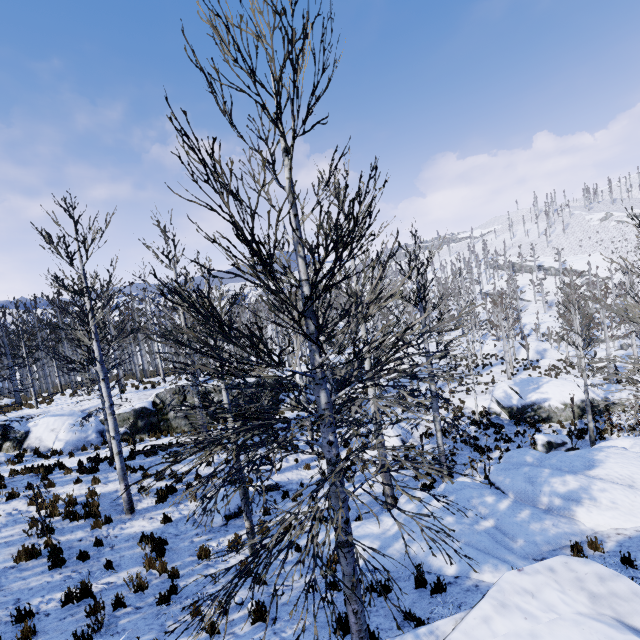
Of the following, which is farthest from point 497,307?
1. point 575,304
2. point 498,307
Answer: point 575,304

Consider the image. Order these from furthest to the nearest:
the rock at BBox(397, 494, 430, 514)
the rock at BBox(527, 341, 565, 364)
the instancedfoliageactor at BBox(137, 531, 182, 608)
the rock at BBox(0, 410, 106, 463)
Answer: the rock at BBox(527, 341, 565, 364)
the rock at BBox(0, 410, 106, 463)
the rock at BBox(397, 494, 430, 514)
the instancedfoliageactor at BBox(137, 531, 182, 608)

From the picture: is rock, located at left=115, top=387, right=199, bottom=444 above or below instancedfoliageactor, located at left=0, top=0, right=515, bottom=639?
below

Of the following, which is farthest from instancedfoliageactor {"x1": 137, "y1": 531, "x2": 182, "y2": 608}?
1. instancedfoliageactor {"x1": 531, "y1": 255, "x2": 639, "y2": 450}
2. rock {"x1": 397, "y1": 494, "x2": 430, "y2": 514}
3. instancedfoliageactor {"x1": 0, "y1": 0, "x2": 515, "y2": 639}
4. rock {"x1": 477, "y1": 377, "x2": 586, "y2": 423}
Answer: instancedfoliageactor {"x1": 531, "y1": 255, "x2": 639, "y2": 450}

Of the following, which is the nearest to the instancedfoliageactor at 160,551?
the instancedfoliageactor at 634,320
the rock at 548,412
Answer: the rock at 548,412

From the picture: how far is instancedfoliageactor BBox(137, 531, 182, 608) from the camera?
Result: 6.66m

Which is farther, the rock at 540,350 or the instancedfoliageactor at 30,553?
the rock at 540,350

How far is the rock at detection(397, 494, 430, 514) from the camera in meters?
9.4 m
